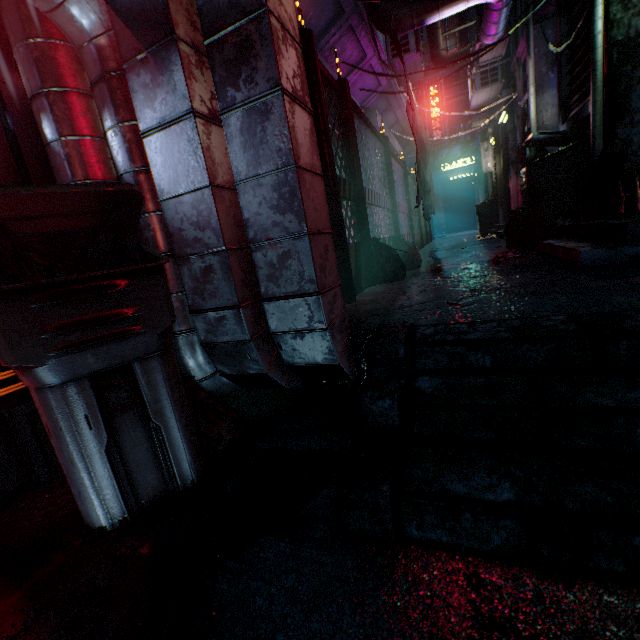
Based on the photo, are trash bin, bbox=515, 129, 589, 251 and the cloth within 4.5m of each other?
yes

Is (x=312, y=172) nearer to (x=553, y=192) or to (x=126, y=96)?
(x=126, y=96)

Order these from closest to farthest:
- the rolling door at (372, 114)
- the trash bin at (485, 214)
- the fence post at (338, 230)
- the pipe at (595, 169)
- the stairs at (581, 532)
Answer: the stairs at (581, 532), the fence post at (338, 230), the pipe at (595, 169), the rolling door at (372, 114), the trash bin at (485, 214)

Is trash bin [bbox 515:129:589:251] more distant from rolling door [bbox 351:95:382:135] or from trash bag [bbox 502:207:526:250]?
rolling door [bbox 351:95:382:135]

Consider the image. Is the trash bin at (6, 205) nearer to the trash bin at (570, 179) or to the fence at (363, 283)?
the fence at (363, 283)

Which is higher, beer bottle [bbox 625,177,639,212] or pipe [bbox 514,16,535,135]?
pipe [bbox 514,16,535,135]

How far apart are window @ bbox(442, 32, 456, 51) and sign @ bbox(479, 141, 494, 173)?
8.2 meters

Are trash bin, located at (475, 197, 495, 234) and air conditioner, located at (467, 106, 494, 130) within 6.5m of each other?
yes
